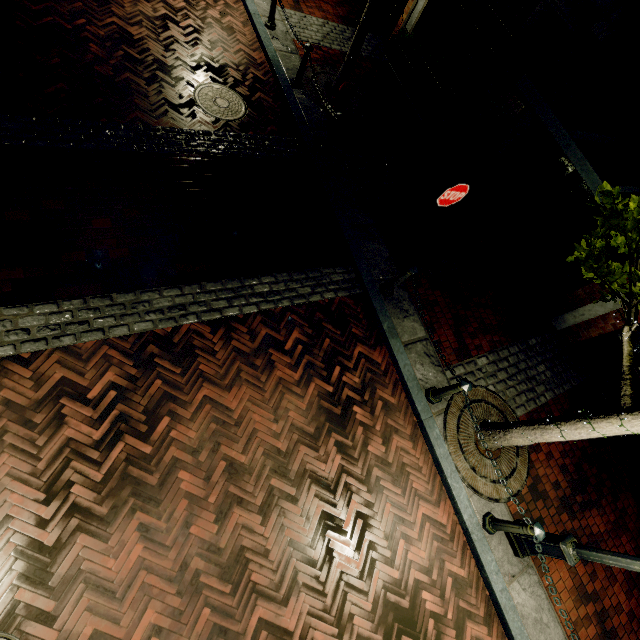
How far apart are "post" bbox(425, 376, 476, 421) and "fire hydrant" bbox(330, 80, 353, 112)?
5.8 meters

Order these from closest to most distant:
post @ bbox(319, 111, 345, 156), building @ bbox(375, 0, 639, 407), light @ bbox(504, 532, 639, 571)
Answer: light @ bbox(504, 532, 639, 571) < post @ bbox(319, 111, 345, 156) < building @ bbox(375, 0, 639, 407)

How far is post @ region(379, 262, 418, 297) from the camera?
5.2m

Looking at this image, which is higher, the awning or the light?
the awning

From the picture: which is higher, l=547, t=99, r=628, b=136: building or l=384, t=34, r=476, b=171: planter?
l=547, t=99, r=628, b=136: building

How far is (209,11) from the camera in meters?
7.4

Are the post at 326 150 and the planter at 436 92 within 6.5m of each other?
yes

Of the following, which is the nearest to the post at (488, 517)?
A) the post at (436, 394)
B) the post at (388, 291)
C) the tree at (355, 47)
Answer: the tree at (355, 47)
